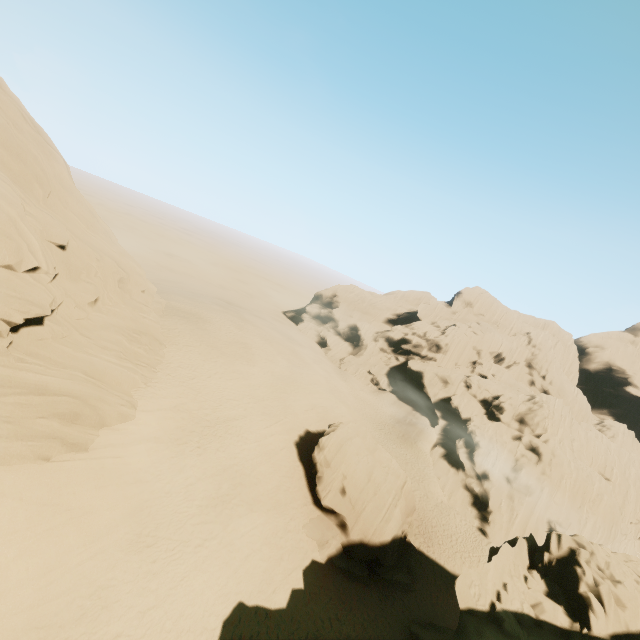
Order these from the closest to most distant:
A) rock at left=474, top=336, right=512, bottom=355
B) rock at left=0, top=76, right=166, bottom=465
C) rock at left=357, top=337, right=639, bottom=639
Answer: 1. rock at left=357, top=337, right=639, bottom=639
2. rock at left=0, top=76, right=166, bottom=465
3. rock at left=474, top=336, right=512, bottom=355

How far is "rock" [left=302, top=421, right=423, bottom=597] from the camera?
21.86m

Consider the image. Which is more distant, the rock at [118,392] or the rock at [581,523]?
the rock at [118,392]

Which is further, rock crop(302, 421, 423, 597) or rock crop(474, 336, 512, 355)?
rock crop(474, 336, 512, 355)

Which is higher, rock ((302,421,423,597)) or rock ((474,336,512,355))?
rock ((474,336,512,355))

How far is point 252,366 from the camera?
34.72m

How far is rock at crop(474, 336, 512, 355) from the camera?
59.5m

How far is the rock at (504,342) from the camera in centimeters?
5953cm
